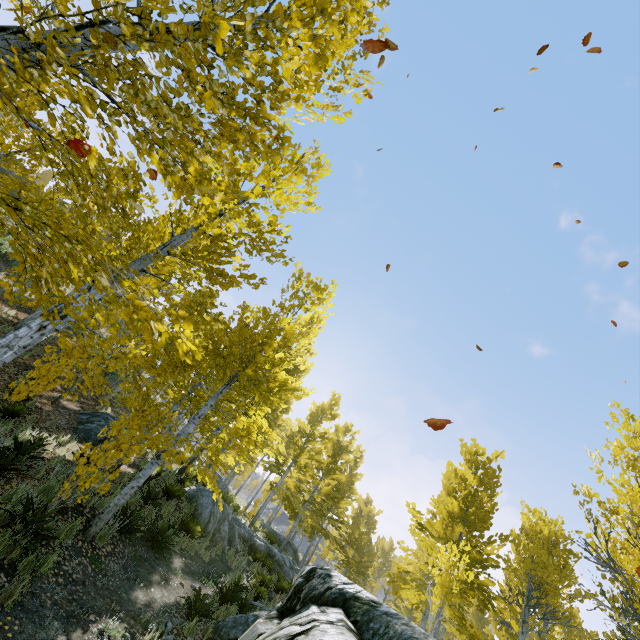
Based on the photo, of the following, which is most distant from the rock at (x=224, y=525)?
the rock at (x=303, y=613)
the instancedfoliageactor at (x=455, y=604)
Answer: the rock at (x=303, y=613)

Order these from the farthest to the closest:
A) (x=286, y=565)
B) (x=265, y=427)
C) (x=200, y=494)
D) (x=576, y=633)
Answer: (x=576, y=633)
(x=286, y=565)
(x=200, y=494)
(x=265, y=427)

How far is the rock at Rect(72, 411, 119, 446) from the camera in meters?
11.9 m

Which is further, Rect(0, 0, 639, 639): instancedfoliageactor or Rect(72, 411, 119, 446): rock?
Rect(72, 411, 119, 446): rock

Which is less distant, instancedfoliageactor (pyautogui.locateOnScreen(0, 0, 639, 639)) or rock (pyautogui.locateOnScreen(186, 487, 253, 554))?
instancedfoliageactor (pyautogui.locateOnScreen(0, 0, 639, 639))

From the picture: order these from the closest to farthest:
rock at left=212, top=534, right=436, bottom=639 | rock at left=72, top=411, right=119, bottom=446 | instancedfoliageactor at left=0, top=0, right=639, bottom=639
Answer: instancedfoliageactor at left=0, top=0, right=639, bottom=639 < rock at left=212, top=534, right=436, bottom=639 < rock at left=72, top=411, right=119, bottom=446

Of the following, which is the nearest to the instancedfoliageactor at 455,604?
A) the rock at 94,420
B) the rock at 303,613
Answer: the rock at 303,613

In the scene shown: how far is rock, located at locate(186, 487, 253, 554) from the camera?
12.2m
